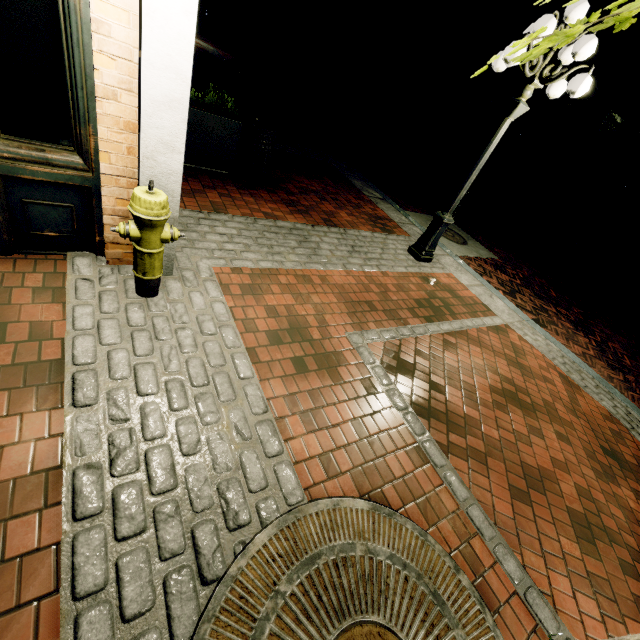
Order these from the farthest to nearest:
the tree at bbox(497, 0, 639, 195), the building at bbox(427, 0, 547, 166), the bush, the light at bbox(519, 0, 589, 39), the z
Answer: the building at bbox(427, 0, 547, 166) < the z < the bush < the light at bbox(519, 0, 589, 39) < the tree at bbox(497, 0, 639, 195)

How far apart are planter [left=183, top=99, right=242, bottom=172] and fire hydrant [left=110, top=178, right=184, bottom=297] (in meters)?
3.05

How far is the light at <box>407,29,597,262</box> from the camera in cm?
386

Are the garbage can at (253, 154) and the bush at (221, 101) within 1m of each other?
yes

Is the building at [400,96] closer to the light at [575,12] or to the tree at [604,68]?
the tree at [604,68]

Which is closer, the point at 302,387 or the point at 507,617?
the point at 507,617

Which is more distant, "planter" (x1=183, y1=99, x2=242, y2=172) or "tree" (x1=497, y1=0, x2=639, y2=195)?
"planter" (x1=183, y1=99, x2=242, y2=172)

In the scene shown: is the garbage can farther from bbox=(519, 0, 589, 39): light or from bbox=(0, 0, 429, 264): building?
bbox=(519, 0, 589, 39): light
